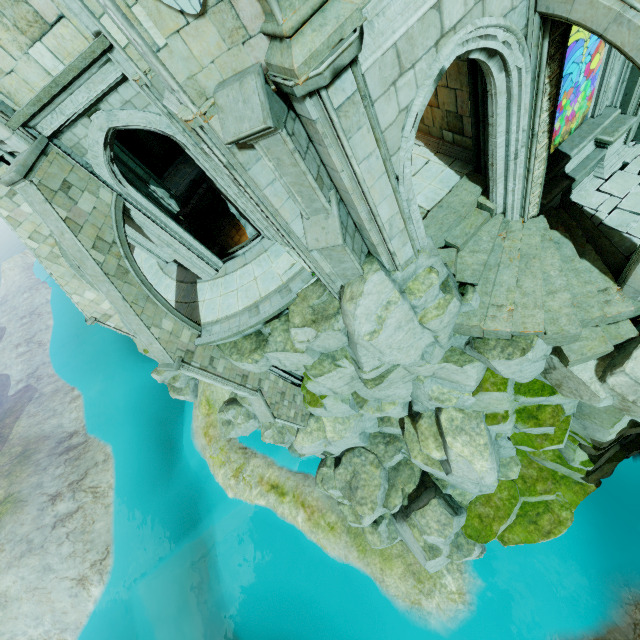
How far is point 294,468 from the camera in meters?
24.3 m

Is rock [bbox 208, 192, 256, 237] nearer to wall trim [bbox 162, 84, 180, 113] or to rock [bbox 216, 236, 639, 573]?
rock [bbox 216, 236, 639, 573]

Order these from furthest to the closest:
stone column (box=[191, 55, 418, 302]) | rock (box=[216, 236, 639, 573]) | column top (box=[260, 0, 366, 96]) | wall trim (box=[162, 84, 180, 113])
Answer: rock (box=[216, 236, 639, 573]) → wall trim (box=[162, 84, 180, 113]) → stone column (box=[191, 55, 418, 302]) → column top (box=[260, 0, 366, 96])

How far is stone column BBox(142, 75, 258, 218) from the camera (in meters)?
7.49

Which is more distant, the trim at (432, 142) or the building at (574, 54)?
the trim at (432, 142)

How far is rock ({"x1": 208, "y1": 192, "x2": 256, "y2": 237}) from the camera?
17.03m

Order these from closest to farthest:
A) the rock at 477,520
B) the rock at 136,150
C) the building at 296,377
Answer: the rock at 477,520, the building at 296,377, the rock at 136,150

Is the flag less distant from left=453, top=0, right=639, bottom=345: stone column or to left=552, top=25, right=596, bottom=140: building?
left=453, top=0, right=639, bottom=345: stone column
